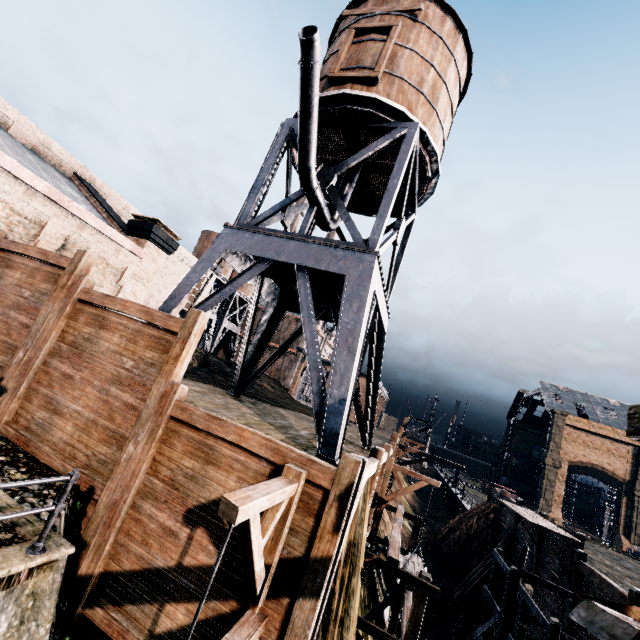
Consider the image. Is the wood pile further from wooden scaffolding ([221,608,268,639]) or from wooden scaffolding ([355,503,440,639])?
wooden scaffolding ([221,608,268,639])

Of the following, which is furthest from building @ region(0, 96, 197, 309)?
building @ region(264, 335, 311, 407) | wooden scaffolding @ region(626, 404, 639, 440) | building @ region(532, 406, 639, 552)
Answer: building @ region(264, 335, 311, 407)

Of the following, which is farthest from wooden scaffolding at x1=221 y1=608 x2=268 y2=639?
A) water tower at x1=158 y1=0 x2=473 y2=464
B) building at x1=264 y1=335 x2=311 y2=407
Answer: building at x1=264 y1=335 x2=311 y2=407

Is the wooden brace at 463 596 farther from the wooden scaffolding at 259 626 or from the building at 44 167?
the building at 44 167

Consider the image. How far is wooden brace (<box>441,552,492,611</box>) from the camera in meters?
24.8 m

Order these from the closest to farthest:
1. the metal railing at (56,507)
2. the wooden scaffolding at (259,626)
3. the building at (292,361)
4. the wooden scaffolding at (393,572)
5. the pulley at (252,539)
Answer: the pulley at (252,539) → the metal railing at (56,507) → the wooden scaffolding at (259,626) → the wooden scaffolding at (393,572) → the building at (292,361)

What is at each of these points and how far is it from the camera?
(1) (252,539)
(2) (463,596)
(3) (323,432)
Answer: (1) pulley, 4.7m
(2) wooden brace, 25.4m
(3) water tower, 8.9m

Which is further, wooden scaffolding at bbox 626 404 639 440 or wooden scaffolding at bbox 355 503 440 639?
wooden scaffolding at bbox 355 503 440 639
